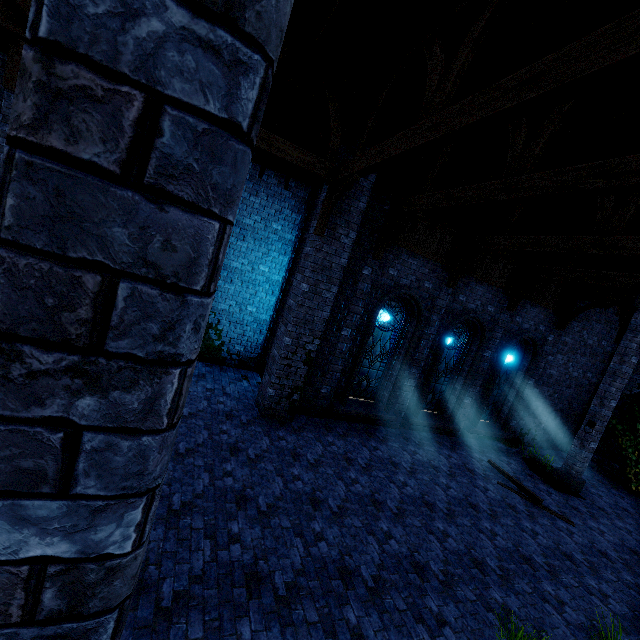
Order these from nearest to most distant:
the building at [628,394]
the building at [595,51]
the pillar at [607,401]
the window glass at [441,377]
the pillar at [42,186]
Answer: the pillar at [42,186] < the building at [595,51] < the pillar at [607,401] < the window glass at [441,377] < the building at [628,394]

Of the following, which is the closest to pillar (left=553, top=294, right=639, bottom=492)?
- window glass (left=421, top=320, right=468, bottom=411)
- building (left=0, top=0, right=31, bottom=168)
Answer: building (left=0, top=0, right=31, bottom=168)

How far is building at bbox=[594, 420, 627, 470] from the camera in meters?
13.7 m

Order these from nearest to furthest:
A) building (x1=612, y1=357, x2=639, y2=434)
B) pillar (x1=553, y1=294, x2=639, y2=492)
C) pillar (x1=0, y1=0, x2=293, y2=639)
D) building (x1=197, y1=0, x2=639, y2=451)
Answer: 1. pillar (x1=0, y1=0, x2=293, y2=639)
2. building (x1=197, y1=0, x2=639, y2=451)
3. pillar (x1=553, y1=294, x2=639, y2=492)
4. building (x1=612, y1=357, x2=639, y2=434)

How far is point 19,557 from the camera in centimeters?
84cm

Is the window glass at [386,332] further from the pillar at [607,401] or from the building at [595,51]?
the pillar at [607,401]

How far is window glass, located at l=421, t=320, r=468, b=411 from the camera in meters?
11.9 m

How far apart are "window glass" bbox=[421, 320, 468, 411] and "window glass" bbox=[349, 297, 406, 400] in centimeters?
151cm
